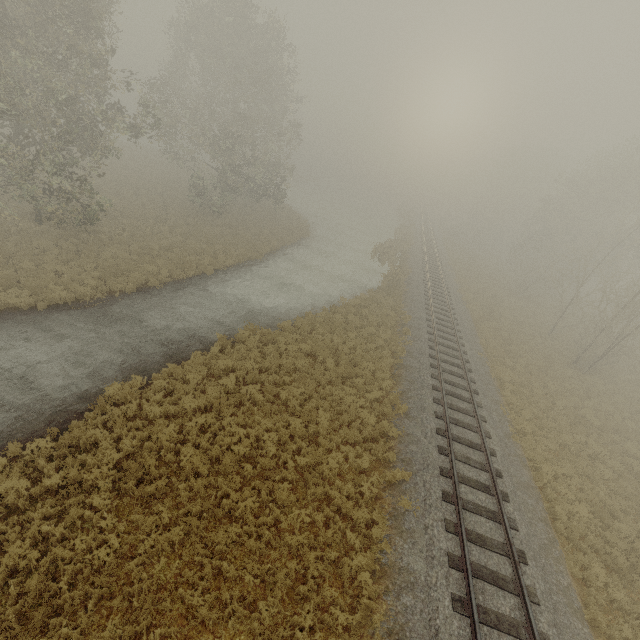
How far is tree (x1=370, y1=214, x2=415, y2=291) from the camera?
27.6m

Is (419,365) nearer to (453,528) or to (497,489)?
(497,489)

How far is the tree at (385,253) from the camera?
27.59m
